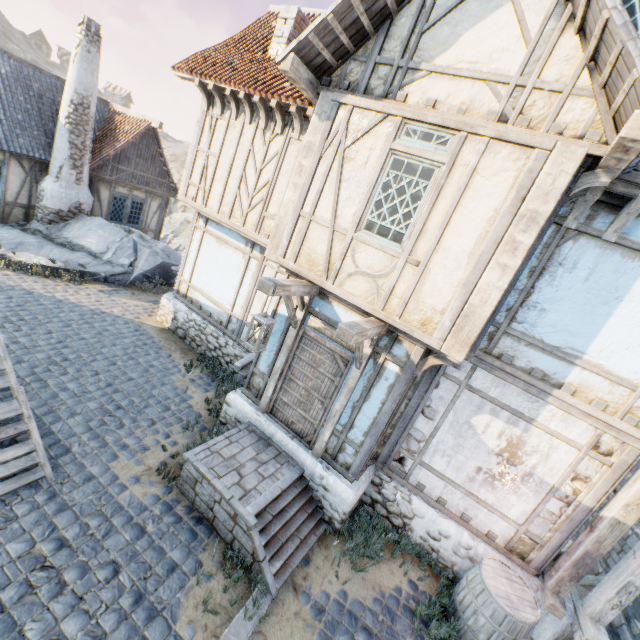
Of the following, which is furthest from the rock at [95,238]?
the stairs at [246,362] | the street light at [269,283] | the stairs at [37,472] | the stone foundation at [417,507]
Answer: the street light at [269,283]

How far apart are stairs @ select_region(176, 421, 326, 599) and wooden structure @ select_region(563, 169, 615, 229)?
6.0m

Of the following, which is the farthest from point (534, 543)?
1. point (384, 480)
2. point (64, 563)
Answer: point (64, 563)

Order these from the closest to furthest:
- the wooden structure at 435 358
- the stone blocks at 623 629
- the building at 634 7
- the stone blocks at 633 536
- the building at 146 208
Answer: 1. the building at 634 7
2. the wooden structure at 435 358
3. the stone blocks at 623 629
4. the stone blocks at 633 536
5. the building at 146 208

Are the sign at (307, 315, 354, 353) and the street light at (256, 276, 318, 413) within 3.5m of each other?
yes

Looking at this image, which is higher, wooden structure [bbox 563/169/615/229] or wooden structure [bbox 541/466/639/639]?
wooden structure [bbox 563/169/615/229]

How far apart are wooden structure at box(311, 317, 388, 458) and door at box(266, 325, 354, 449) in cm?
7

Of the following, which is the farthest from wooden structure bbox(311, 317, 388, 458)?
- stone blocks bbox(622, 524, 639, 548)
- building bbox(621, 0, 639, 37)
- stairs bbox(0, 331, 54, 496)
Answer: stairs bbox(0, 331, 54, 496)
